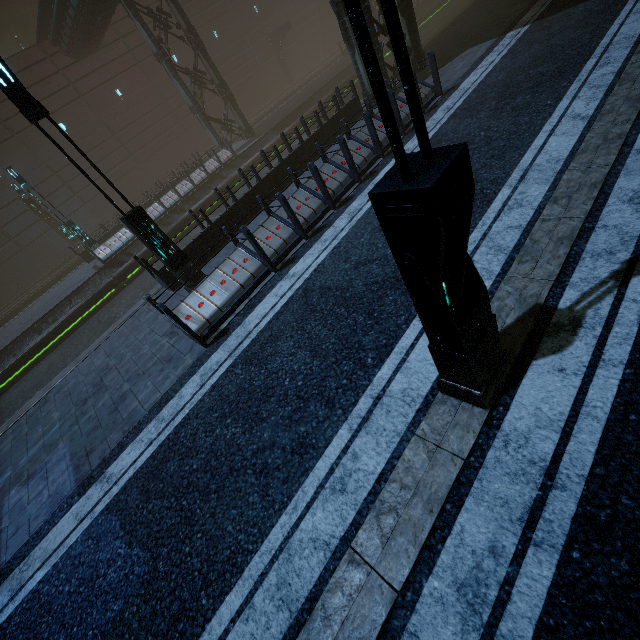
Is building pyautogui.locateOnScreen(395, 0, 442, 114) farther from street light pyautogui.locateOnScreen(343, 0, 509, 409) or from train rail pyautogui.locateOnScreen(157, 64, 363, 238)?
street light pyautogui.locateOnScreen(343, 0, 509, 409)

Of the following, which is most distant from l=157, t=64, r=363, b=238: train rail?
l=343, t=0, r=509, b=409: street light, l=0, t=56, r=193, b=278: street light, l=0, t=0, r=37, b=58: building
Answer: l=343, t=0, r=509, b=409: street light

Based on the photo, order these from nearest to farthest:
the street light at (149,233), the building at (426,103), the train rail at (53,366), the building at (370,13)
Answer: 1. the street light at (149,233)
2. the building at (370,13)
3. the building at (426,103)
4. the train rail at (53,366)

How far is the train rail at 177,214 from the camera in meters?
18.6

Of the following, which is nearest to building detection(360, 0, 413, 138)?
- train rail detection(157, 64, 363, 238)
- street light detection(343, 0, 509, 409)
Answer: train rail detection(157, 64, 363, 238)

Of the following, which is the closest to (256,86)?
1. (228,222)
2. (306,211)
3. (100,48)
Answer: (100,48)

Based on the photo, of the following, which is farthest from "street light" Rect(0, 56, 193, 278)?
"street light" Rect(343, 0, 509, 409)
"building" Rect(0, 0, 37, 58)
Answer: "street light" Rect(343, 0, 509, 409)
